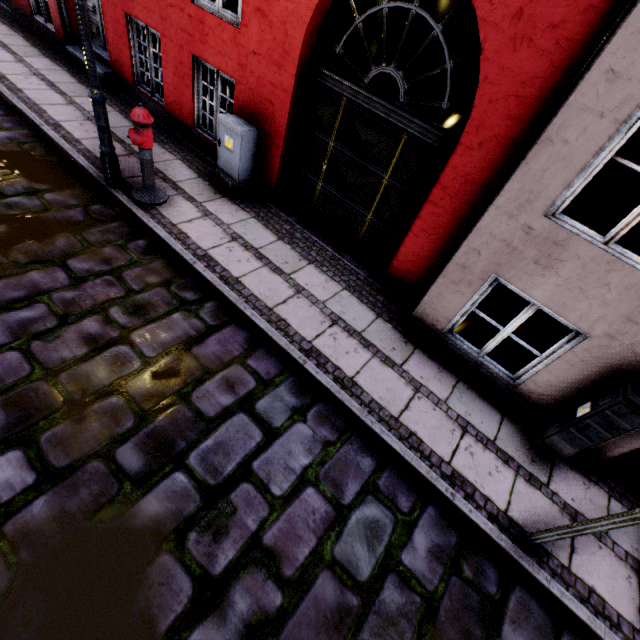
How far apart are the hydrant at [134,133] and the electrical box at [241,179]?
1.0m

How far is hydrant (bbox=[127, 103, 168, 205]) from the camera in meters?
4.0

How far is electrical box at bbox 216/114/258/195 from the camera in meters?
4.9

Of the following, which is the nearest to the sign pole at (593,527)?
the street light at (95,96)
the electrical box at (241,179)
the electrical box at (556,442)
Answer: the electrical box at (556,442)

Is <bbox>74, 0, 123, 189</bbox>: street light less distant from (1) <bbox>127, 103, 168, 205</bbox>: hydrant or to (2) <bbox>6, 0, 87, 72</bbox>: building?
(1) <bbox>127, 103, 168, 205</bbox>: hydrant

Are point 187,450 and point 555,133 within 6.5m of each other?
yes

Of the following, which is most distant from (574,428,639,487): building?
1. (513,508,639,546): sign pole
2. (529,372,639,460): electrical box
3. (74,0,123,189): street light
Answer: (513,508,639,546): sign pole
